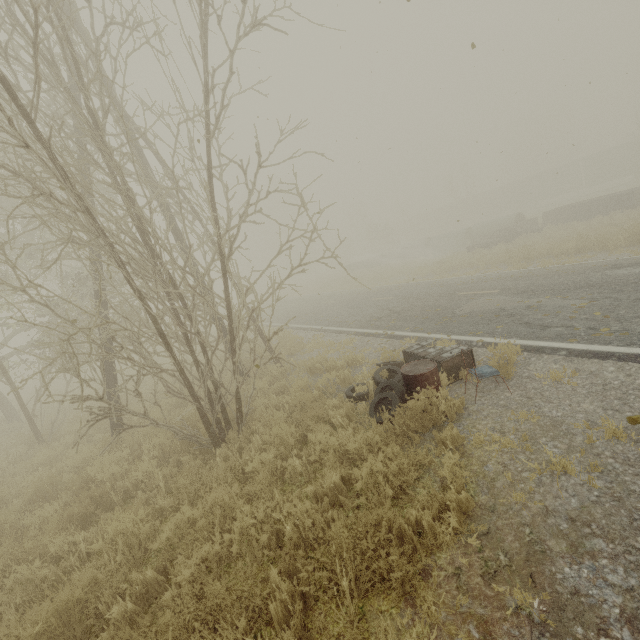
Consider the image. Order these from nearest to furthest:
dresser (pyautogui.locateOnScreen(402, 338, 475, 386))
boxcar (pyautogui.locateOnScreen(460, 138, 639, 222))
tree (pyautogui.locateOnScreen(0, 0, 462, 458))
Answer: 1. tree (pyautogui.locateOnScreen(0, 0, 462, 458))
2. dresser (pyautogui.locateOnScreen(402, 338, 475, 386))
3. boxcar (pyautogui.locateOnScreen(460, 138, 639, 222))

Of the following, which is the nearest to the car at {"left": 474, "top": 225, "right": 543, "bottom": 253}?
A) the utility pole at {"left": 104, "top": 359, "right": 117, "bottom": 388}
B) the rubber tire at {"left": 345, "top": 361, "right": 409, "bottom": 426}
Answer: the rubber tire at {"left": 345, "top": 361, "right": 409, "bottom": 426}

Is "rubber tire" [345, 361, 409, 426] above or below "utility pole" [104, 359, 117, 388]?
below

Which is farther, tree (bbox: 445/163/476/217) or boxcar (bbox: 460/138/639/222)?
tree (bbox: 445/163/476/217)

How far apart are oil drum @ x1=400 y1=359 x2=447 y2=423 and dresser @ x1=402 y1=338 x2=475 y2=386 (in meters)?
0.46

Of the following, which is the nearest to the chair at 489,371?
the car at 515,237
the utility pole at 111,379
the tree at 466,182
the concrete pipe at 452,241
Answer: the utility pole at 111,379

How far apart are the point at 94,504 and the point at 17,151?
6.0 meters

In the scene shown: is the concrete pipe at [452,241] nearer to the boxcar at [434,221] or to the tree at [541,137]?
the boxcar at [434,221]
